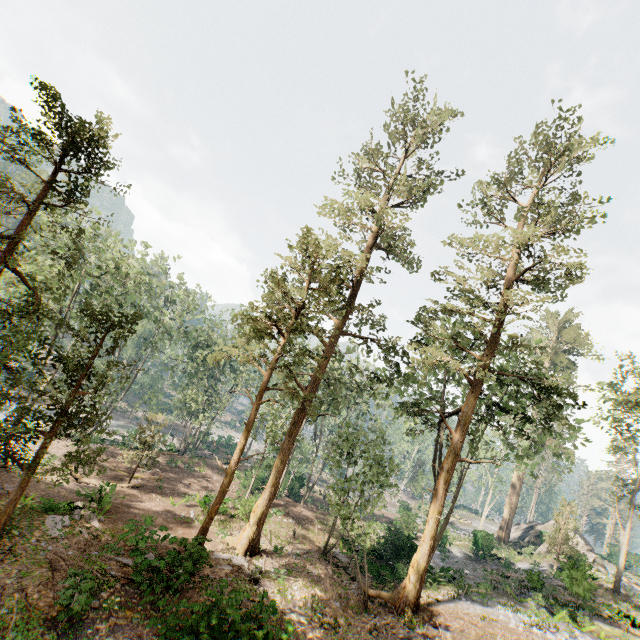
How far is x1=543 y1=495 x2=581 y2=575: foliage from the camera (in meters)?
30.30

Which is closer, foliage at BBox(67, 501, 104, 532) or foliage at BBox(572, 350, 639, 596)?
foliage at BBox(67, 501, 104, 532)

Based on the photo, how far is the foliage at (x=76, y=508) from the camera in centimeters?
1638cm

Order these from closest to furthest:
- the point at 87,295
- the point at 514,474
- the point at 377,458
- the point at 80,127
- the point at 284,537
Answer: the point at 80,127
the point at 377,458
the point at 284,537
the point at 87,295
the point at 514,474

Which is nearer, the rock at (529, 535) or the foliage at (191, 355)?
the foliage at (191, 355)

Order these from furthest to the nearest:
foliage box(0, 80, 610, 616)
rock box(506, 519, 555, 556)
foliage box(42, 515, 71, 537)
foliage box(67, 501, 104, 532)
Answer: rock box(506, 519, 555, 556), foliage box(67, 501, 104, 532), foliage box(42, 515, 71, 537), foliage box(0, 80, 610, 616)

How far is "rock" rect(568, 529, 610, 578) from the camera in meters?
30.1
